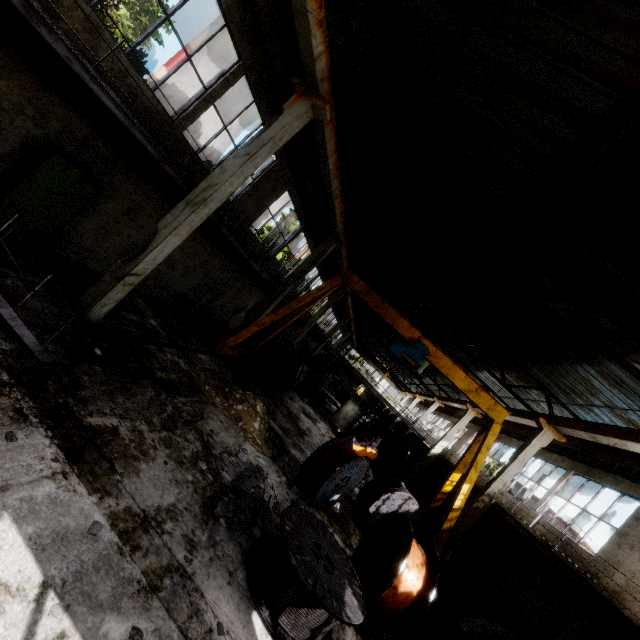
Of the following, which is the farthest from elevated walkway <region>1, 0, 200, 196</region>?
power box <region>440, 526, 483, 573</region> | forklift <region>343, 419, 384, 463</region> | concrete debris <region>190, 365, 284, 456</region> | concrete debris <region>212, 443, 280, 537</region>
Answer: concrete debris <region>212, 443, 280, 537</region>

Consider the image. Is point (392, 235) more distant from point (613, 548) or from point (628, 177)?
point (613, 548)

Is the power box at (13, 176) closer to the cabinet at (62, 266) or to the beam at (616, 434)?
the cabinet at (62, 266)

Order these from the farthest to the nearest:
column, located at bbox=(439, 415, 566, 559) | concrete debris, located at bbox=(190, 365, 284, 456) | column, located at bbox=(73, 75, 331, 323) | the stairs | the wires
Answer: column, located at bbox=(439, 415, 566, 559) < the wires < concrete debris, located at bbox=(190, 365, 284, 456) < column, located at bbox=(73, 75, 331, 323) < the stairs

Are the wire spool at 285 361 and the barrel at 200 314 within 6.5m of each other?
yes

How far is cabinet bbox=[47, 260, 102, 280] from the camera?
7.6 meters

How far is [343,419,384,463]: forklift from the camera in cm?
2045

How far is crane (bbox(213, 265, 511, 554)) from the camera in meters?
12.2
